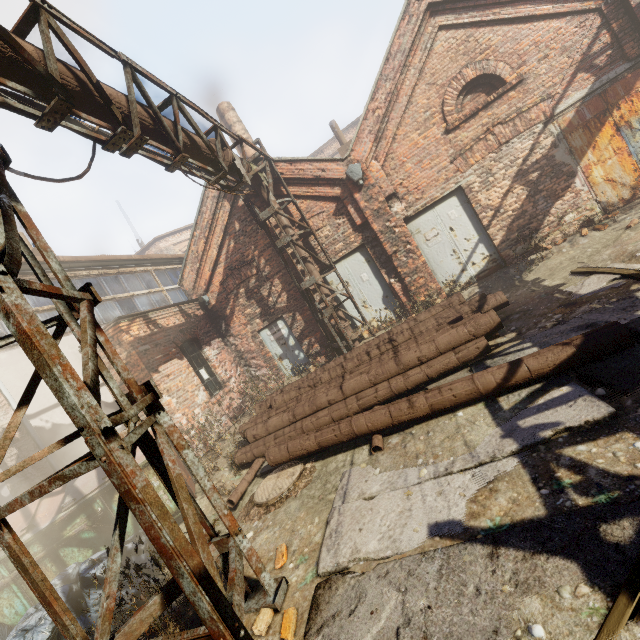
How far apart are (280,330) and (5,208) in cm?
876

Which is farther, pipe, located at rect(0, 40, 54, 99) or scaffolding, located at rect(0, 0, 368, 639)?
pipe, located at rect(0, 40, 54, 99)

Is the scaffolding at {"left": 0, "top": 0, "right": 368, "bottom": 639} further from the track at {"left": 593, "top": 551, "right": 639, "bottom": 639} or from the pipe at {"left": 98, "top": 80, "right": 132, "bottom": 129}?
the track at {"left": 593, "top": 551, "right": 639, "bottom": 639}

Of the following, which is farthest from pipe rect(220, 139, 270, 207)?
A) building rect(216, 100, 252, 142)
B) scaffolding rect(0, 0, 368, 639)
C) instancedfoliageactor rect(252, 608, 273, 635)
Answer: building rect(216, 100, 252, 142)

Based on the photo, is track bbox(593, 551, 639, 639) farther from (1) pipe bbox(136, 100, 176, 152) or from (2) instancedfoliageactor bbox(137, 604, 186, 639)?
(1) pipe bbox(136, 100, 176, 152)

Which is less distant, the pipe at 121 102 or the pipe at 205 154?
the pipe at 121 102

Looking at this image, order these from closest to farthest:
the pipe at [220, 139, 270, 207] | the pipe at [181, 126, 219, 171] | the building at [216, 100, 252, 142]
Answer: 1. the pipe at [181, 126, 219, 171]
2. the pipe at [220, 139, 270, 207]
3. the building at [216, 100, 252, 142]

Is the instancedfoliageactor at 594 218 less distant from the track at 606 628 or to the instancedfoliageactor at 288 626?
the track at 606 628
